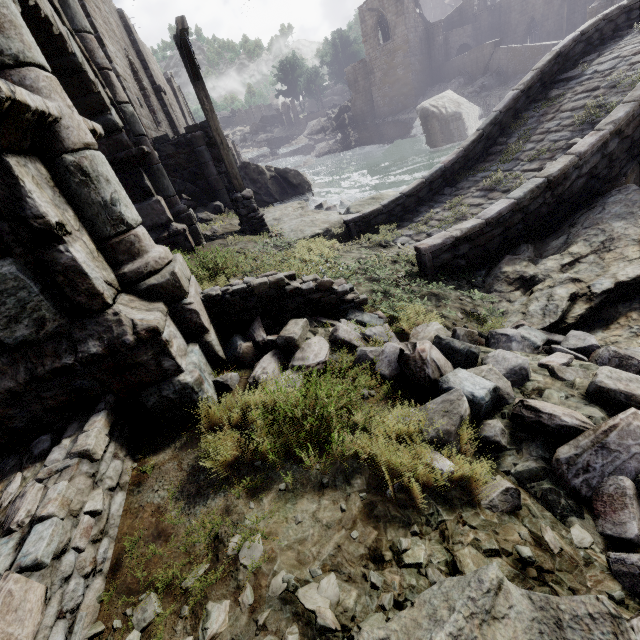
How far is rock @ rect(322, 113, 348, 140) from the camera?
47.0 meters

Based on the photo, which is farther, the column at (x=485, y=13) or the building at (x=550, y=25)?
the column at (x=485, y=13)

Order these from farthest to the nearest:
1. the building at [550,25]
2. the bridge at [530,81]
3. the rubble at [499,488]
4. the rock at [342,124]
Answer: the rock at [342,124] → the building at [550,25] → the bridge at [530,81] → the rubble at [499,488]

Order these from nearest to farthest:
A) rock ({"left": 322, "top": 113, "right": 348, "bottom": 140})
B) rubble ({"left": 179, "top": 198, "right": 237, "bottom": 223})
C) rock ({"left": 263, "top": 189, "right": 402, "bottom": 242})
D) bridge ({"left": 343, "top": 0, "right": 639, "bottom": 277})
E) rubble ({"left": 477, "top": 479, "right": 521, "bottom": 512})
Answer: rubble ({"left": 477, "top": 479, "right": 521, "bottom": 512}) < bridge ({"left": 343, "top": 0, "right": 639, "bottom": 277}) < rock ({"left": 263, "top": 189, "right": 402, "bottom": 242}) < rubble ({"left": 179, "top": 198, "right": 237, "bottom": 223}) < rock ({"left": 322, "top": 113, "right": 348, "bottom": 140})

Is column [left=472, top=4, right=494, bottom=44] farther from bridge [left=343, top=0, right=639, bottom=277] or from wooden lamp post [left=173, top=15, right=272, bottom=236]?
wooden lamp post [left=173, top=15, right=272, bottom=236]

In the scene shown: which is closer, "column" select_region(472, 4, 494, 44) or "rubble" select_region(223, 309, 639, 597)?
"rubble" select_region(223, 309, 639, 597)

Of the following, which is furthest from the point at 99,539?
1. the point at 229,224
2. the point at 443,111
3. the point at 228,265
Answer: the point at 443,111

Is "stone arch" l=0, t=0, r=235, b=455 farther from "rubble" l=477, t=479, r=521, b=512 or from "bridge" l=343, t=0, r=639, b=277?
"bridge" l=343, t=0, r=639, b=277
